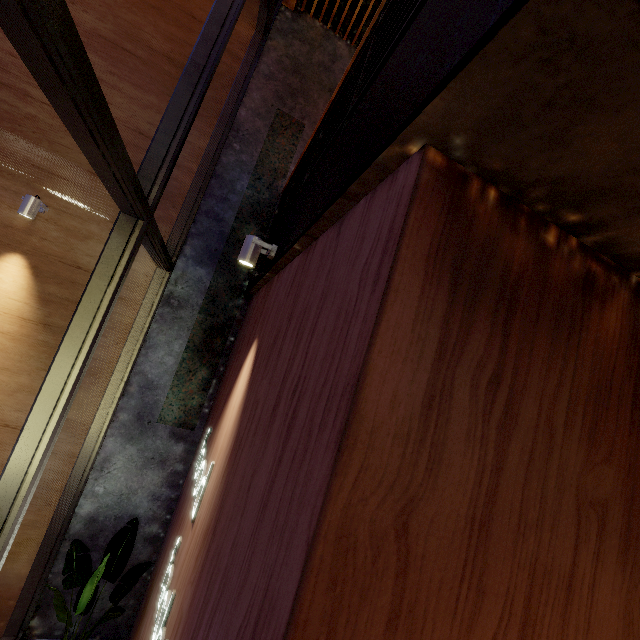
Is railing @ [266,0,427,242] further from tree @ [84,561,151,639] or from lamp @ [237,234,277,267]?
tree @ [84,561,151,639]

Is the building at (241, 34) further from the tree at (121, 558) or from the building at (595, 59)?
the tree at (121, 558)

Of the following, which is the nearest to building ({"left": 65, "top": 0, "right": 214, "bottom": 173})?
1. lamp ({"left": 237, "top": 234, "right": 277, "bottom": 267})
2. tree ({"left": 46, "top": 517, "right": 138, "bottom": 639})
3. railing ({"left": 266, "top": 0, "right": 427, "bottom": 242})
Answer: tree ({"left": 46, "top": 517, "right": 138, "bottom": 639})

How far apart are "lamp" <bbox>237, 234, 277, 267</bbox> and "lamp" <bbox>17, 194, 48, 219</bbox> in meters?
2.9 m

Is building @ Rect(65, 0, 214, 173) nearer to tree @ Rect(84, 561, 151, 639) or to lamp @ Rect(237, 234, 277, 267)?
tree @ Rect(84, 561, 151, 639)

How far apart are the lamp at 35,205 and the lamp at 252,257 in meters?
2.9

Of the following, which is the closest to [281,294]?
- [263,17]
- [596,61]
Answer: [596,61]

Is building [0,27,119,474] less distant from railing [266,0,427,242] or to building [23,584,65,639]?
building [23,584,65,639]
